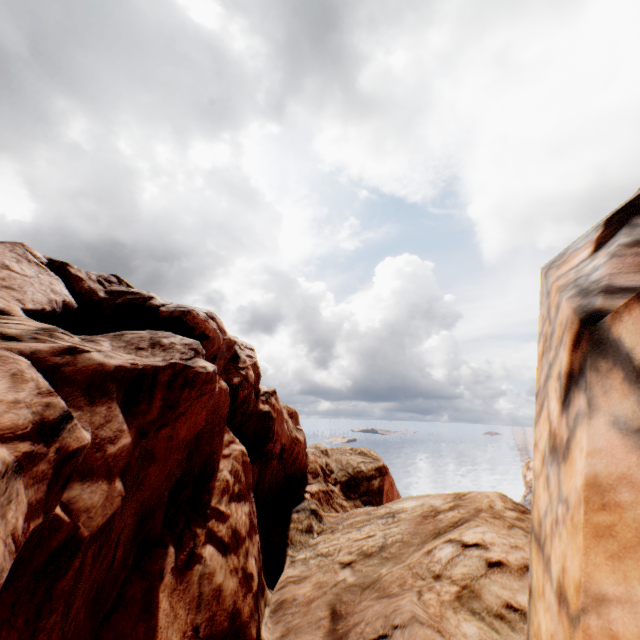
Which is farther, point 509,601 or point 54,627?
point 509,601
